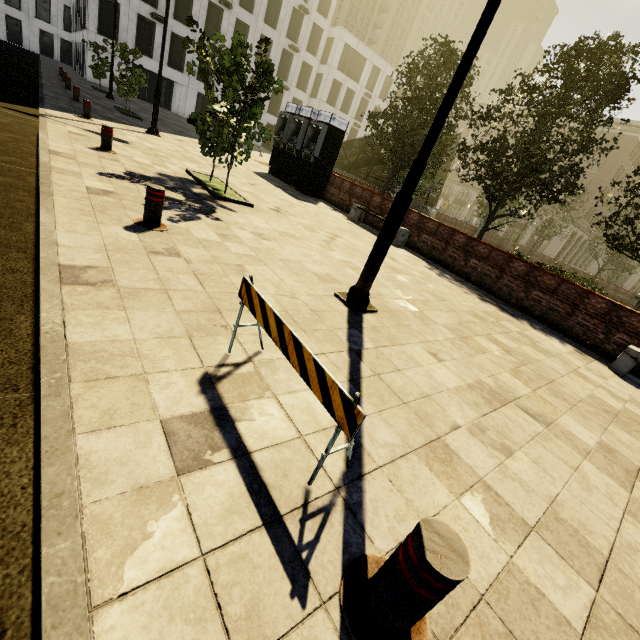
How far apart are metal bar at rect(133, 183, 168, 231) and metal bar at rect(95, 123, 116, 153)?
4.55m

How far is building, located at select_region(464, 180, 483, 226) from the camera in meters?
58.3

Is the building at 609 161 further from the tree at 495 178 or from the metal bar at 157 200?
the metal bar at 157 200

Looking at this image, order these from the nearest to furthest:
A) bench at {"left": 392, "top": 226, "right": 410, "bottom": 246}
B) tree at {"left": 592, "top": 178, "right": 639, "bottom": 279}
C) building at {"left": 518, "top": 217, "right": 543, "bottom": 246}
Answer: tree at {"left": 592, "top": 178, "right": 639, "bottom": 279}, bench at {"left": 392, "top": 226, "right": 410, "bottom": 246}, building at {"left": 518, "top": 217, "right": 543, "bottom": 246}

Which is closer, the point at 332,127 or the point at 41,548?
the point at 41,548

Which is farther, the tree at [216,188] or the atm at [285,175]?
the atm at [285,175]

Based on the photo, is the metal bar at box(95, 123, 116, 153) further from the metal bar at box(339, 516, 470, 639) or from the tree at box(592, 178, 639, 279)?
the metal bar at box(339, 516, 470, 639)

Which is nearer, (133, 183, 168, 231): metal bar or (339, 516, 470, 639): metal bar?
(339, 516, 470, 639): metal bar
